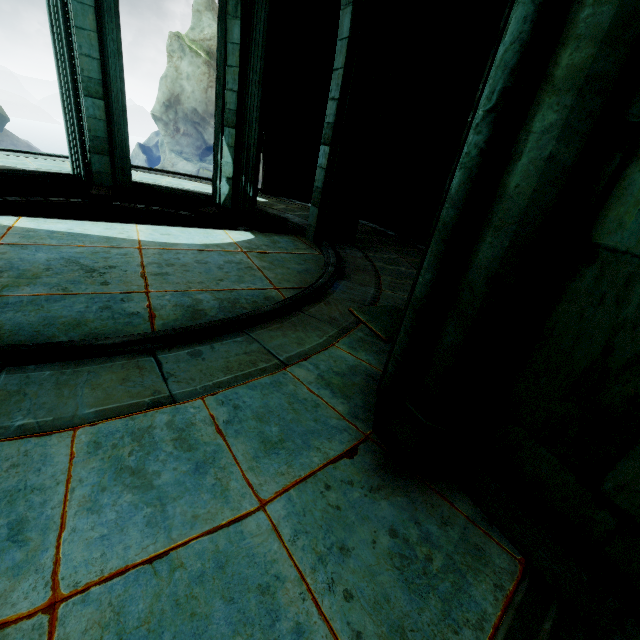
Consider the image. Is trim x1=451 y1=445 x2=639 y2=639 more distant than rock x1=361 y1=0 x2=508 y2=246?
No

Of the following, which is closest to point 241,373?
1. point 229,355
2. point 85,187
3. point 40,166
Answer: point 229,355

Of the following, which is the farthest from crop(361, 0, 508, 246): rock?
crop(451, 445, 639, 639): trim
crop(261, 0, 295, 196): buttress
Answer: crop(451, 445, 639, 639): trim

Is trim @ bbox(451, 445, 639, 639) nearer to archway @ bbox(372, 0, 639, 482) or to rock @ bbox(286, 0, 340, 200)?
archway @ bbox(372, 0, 639, 482)

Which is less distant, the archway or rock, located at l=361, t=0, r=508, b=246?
the archway

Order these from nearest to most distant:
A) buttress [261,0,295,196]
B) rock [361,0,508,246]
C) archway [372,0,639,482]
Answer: archway [372,0,639,482] < rock [361,0,508,246] < buttress [261,0,295,196]

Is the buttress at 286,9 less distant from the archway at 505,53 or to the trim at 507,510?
the archway at 505,53

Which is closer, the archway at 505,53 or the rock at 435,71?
the archway at 505,53
